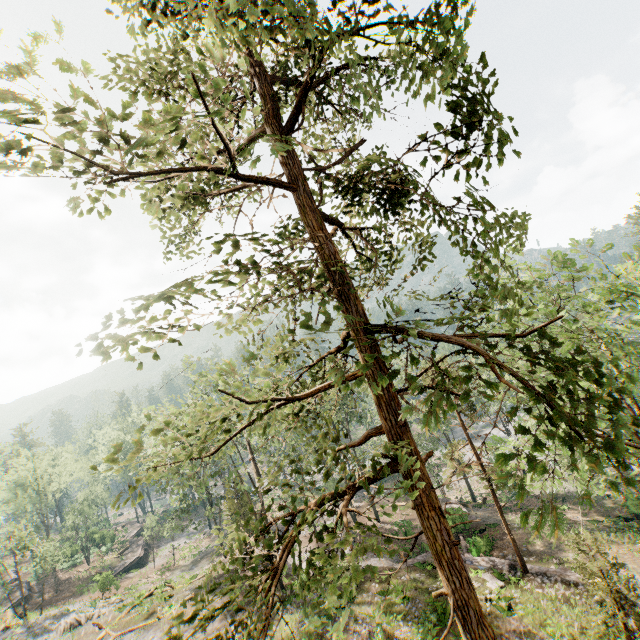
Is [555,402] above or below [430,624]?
above

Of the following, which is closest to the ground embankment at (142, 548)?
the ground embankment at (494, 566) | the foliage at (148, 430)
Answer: the foliage at (148, 430)

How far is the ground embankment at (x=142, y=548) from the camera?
44.4m

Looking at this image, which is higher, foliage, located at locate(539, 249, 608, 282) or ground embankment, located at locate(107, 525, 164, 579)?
foliage, located at locate(539, 249, 608, 282)

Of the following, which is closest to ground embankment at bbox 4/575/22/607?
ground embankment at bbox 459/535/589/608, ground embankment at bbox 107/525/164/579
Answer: ground embankment at bbox 107/525/164/579

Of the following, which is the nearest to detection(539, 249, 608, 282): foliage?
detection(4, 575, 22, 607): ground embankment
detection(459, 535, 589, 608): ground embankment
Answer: detection(459, 535, 589, 608): ground embankment

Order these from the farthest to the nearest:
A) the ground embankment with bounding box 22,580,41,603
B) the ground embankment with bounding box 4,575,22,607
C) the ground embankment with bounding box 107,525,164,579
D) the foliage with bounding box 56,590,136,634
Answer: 1. the ground embankment with bounding box 107,525,164,579
2. the ground embankment with bounding box 22,580,41,603
3. the ground embankment with bounding box 4,575,22,607
4. the foliage with bounding box 56,590,136,634

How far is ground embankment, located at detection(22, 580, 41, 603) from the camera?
40.8 meters
